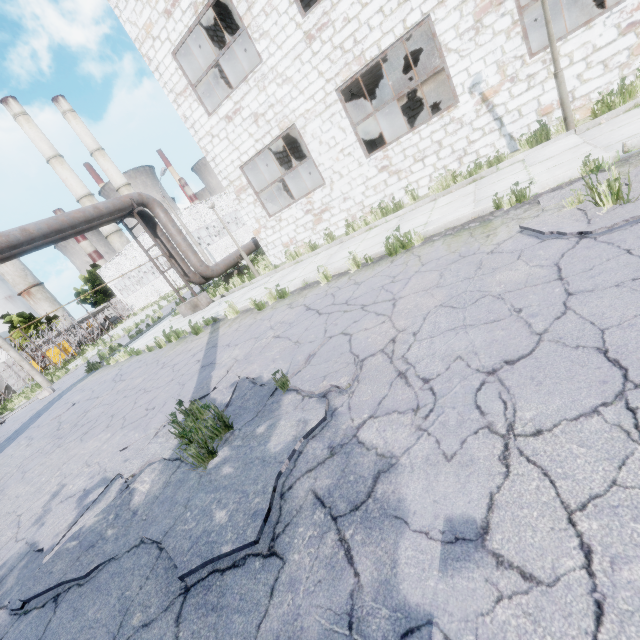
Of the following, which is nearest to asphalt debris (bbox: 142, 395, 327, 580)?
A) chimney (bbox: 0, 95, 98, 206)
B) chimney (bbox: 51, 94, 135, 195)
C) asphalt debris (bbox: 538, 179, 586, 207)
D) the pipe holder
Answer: asphalt debris (bbox: 538, 179, 586, 207)

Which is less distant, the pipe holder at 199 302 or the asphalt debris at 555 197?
the asphalt debris at 555 197

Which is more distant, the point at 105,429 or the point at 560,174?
the point at 105,429

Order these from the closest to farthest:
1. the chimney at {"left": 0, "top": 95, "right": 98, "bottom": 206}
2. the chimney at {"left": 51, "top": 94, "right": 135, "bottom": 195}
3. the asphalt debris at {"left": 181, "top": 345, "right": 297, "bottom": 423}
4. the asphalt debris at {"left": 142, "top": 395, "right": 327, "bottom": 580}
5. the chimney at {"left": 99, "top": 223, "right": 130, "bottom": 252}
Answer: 1. the asphalt debris at {"left": 142, "top": 395, "right": 327, "bottom": 580}
2. the asphalt debris at {"left": 181, "top": 345, "right": 297, "bottom": 423}
3. the chimney at {"left": 0, "top": 95, "right": 98, "bottom": 206}
4. the chimney at {"left": 51, "top": 94, "right": 135, "bottom": 195}
5. the chimney at {"left": 99, "top": 223, "right": 130, "bottom": 252}

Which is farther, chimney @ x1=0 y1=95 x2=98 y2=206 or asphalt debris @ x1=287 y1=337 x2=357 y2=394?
chimney @ x1=0 y1=95 x2=98 y2=206

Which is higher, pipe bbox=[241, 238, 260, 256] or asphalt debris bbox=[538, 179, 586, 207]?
pipe bbox=[241, 238, 260, 256]

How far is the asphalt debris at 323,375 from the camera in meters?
3.4 m

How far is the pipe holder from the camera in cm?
1319
